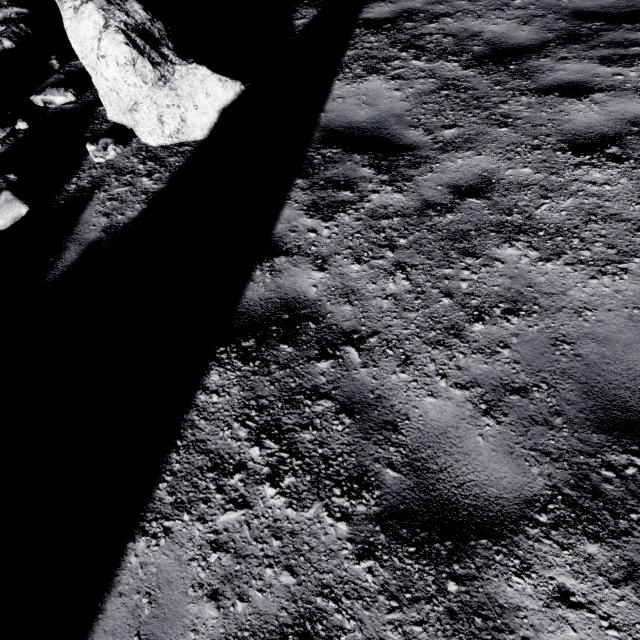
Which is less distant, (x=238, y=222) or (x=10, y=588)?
(x=10, y=588)

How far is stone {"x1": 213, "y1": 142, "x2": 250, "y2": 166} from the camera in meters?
4.2

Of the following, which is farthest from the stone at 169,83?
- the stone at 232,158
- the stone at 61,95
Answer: the stone at 61,95

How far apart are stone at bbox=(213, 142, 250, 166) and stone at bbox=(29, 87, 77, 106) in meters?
3.2

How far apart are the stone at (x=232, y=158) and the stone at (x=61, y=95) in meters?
3.2 m

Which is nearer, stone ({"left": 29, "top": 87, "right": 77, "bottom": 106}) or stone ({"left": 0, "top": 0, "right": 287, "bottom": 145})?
stone ({"left": 0, "top": 0, "right": 287, "bottom": 145})

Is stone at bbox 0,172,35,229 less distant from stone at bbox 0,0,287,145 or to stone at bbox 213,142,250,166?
stone at bbox 0,0,287,145

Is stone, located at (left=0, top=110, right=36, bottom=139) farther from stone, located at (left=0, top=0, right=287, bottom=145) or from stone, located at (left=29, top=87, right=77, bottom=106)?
stone, located at (left=0, top=0, right=287, bottom=145)
